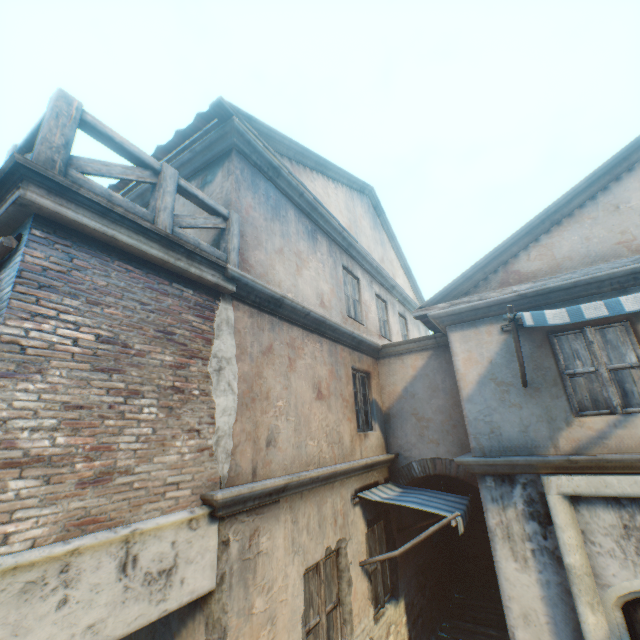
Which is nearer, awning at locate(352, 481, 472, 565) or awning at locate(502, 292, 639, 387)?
awning at locate(502, 292, 639, 387)

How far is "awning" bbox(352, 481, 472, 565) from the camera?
4.95m

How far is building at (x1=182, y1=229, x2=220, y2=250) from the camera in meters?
4.6 m

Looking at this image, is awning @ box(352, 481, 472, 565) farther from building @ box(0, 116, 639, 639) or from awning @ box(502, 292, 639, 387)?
awning @ box(502, 292, 639, 387)

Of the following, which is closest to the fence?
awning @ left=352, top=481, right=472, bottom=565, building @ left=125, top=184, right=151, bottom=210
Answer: building @ left=125, top=184, right=151, bottom=210

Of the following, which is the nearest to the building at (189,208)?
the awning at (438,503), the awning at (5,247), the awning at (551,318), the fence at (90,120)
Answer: the fence at (90,120)

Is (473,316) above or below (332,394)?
above

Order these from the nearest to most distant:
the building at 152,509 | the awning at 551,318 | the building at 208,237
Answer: the building at 152,509
the awning at 551,318
the building at 208,237
